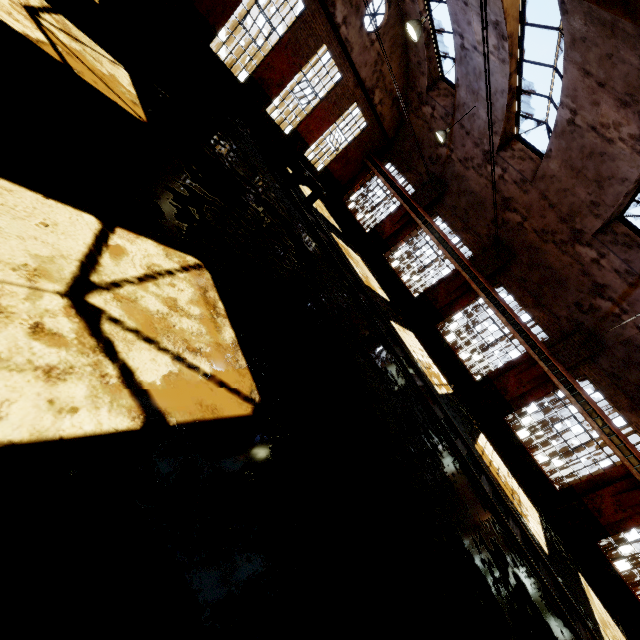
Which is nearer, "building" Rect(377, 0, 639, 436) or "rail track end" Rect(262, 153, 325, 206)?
"building" Rect(377, 0, 639, 436)

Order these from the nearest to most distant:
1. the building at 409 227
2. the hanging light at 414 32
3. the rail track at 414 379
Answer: the rail track at 414 379 → the hanging light at 414 32 → the building at 409 227

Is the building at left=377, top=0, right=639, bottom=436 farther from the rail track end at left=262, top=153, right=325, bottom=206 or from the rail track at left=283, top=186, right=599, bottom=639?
the rail track end at left=262, top=153, right=325, bottom=206

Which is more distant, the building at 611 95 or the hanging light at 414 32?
the hanging light at 414 32

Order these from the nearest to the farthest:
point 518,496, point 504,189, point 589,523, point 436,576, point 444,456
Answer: point 436,576
point 444,456
point 518,496
point 589,523
point 504,189

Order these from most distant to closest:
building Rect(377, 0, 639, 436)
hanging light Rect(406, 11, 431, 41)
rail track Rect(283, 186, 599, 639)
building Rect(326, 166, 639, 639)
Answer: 1. building Rect(326, 166, 639, 639)
2. hanging light Rect(406, 11, 431, 41)
3. building Rect(377, 0, 639, 436)
4. rail track Rect(283, 186, 599, 639)

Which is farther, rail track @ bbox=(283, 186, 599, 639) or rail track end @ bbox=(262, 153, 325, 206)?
rail track end @ bbox=(262, 153, 325, 206)

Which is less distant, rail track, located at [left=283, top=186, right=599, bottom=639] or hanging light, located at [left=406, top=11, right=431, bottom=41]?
rail track, located at [left=283, top=186, right=599, bottom=639]
